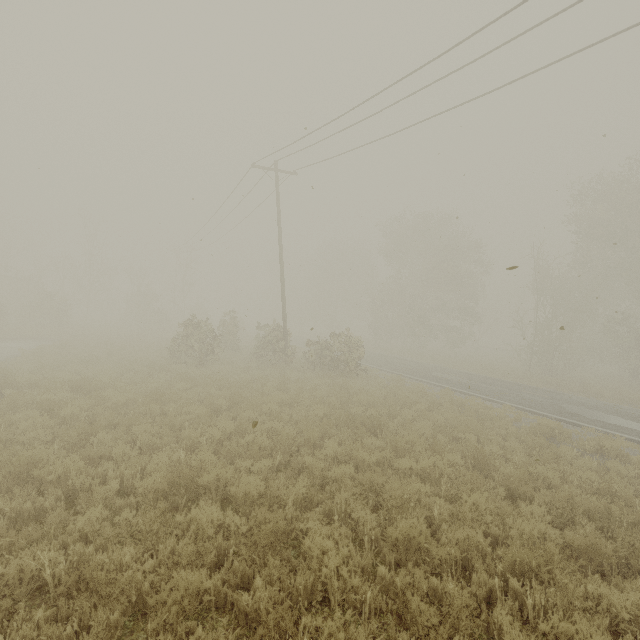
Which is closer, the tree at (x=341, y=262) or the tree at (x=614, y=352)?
the tree at (x=341, y=262)

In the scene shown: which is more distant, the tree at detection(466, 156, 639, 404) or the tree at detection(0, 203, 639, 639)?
the tree at detection(466, 156, 639, 404)

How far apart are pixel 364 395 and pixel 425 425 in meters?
3.3 m
